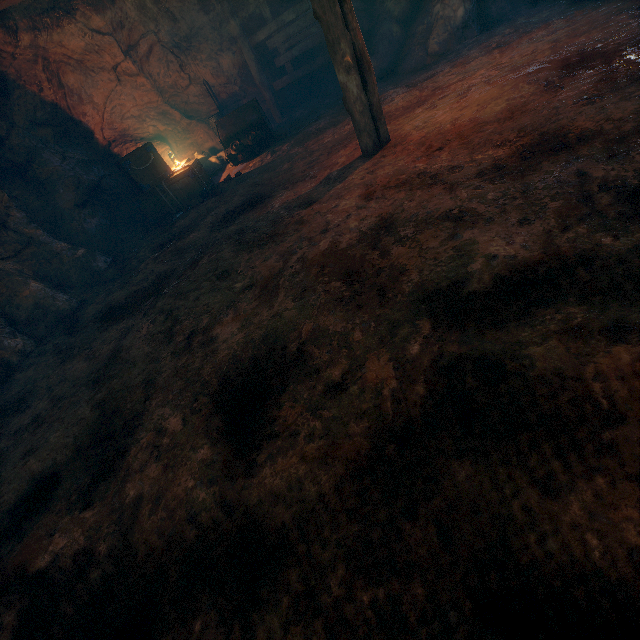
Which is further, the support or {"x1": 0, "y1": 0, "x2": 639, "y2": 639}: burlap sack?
the support

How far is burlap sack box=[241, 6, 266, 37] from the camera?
10.5 meters

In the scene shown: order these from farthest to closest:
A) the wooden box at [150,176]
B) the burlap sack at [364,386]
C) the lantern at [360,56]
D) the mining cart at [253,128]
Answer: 1. the mining cart at [253,128]
2. the wooden box at [150,176]
3. the lantern at [360,56]
4. the burlap sack at [364,386]

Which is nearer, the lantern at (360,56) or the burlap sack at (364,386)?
the burlap sack at (364,386)

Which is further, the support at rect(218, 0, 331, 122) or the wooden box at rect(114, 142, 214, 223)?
the support at rect(218, 0, 331, 122)

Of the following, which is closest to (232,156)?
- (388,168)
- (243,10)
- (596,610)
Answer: (243,10)

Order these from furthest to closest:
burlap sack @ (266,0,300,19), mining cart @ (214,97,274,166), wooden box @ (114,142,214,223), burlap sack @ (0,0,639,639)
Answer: burlap sack @ (266,0,300,19), mining cart @ (214,97,274,166), wooden box @ (114,142,214,223), burlap sack @ (0,0,639,639)

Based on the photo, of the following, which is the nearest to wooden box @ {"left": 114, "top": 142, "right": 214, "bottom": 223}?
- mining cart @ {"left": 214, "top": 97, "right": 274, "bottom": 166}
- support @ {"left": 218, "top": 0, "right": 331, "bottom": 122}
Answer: mining cart @ {"left": 214, "top": 97, "right": 274, "bottom": 166}
